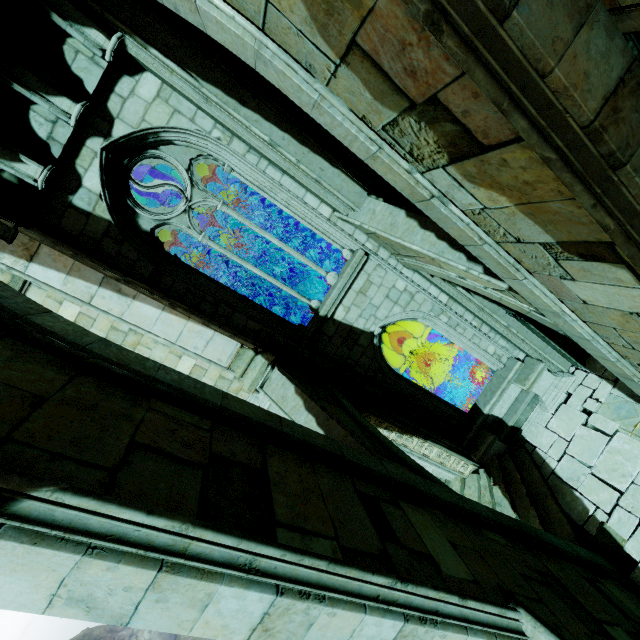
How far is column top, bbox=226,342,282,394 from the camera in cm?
707

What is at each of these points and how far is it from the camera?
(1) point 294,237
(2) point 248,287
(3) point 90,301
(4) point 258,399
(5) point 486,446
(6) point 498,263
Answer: (1) archway, 15.8 meters
(2) building, 8.0 meters
(3) building, 6.1 meters
(4) wall trim, 7.9 meters
(5) column base, 9.5 meters
(6) buttress, 4.3 meters

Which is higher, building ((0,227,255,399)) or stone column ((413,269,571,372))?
building ((0,227,255,399))

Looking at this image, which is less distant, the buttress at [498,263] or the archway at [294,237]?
the buttress at [498,263]

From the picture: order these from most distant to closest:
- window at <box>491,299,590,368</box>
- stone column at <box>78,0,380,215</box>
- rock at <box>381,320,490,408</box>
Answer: rock at <box>381,320,490,408</box>, window at <box>491,299,590,368</box>, stone column at <box>78,0,380,215</box>

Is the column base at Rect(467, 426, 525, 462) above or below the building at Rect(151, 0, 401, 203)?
below

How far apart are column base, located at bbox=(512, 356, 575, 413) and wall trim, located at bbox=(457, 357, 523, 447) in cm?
3

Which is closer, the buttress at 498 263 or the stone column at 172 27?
the buttress at 498 263
